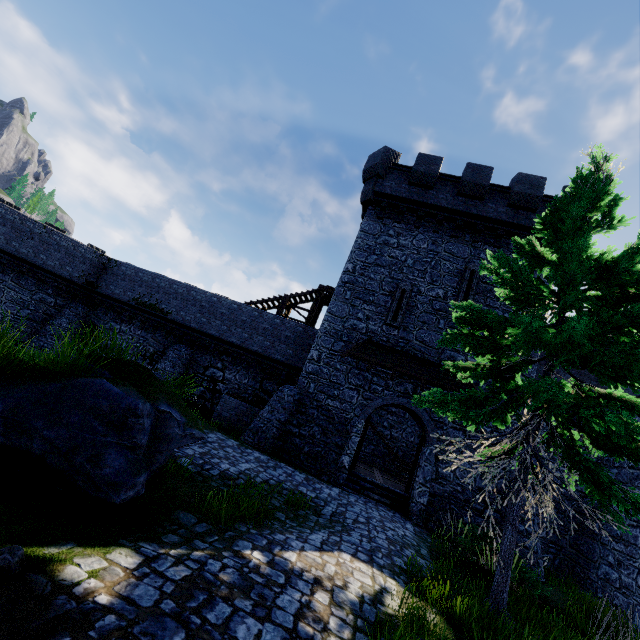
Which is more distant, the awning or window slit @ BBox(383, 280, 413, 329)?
window slit @ BBox(383, 280, 413, 329)

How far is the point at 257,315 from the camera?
19.86m

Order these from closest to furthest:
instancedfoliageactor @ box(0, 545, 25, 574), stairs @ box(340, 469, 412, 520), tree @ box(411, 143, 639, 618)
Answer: instancedfoliageactor @ box(0, 545, 25, 574)
tree @ box(411, 143, 639, 618)
stairs @ box(340, 469, 412, 520)

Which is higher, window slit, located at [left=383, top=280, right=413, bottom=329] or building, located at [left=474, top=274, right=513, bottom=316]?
building, located at [left=474, top=274, right=513, bottom=316]

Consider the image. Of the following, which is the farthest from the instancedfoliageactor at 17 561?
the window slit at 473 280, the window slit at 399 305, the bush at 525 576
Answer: Answer: the window slit at 473 280

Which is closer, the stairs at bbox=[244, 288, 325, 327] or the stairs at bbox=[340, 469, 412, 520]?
the stairs at bbox=[340, 469, 412, 520]

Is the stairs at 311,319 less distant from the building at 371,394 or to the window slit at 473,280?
the building at 371,394

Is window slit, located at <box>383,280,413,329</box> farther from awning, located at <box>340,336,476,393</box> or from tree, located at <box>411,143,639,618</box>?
tree, located at <box>411,143,639,618</box>
